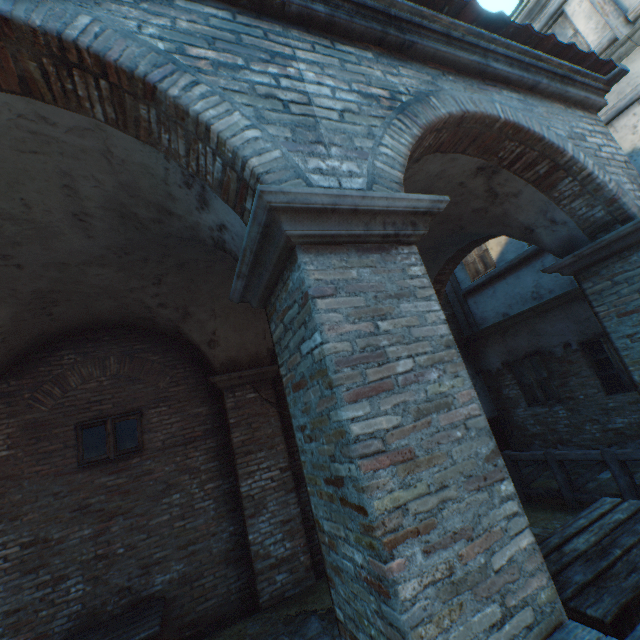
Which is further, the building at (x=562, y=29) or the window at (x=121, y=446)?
the building at (x=562, y=29)

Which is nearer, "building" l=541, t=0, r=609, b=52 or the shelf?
the shelf

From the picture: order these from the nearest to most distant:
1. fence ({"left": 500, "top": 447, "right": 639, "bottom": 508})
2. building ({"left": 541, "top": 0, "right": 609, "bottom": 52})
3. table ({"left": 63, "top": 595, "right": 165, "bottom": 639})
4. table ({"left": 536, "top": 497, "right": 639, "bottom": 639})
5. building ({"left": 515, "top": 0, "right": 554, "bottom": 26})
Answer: table ({"left": 536, "top": 497, "right": 639, "bottom": 639}) → table ({"left": 63, "top": 595, "right": 165, "bottom": 639}) → fence ({"left": 500, "top": 447, "right": 639, "bottom": 508}) → building ({"left": 541, "top": 0, "right": 609, "bottom": 52}) → building ({"left": 515, "top": 0, "right": 554, "bottom": 26})

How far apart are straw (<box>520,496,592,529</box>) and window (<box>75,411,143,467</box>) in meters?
5.7 m

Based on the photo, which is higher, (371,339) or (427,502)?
(371,339)

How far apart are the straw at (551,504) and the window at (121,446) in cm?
571

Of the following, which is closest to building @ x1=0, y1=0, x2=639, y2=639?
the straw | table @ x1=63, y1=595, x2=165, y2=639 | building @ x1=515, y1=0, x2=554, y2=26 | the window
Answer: building @ x1=515, y1=0, x2=554, y2=26

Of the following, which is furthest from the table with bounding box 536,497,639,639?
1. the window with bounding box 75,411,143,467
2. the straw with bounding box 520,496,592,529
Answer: the window with bounding box 75,411,143,467
